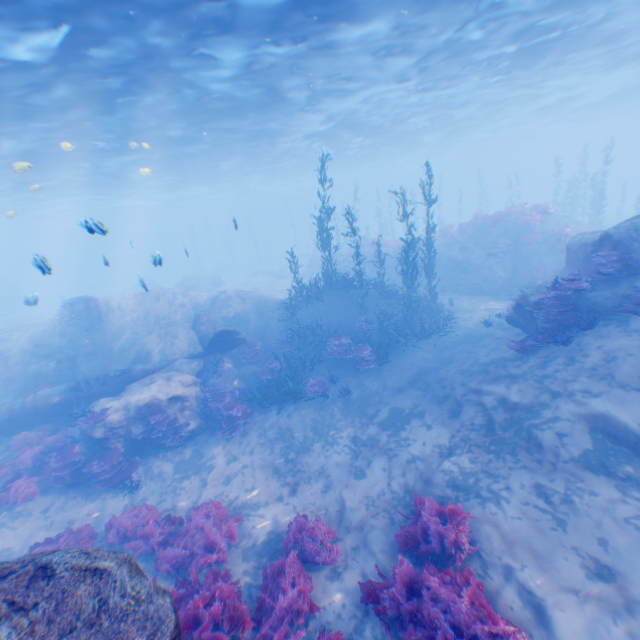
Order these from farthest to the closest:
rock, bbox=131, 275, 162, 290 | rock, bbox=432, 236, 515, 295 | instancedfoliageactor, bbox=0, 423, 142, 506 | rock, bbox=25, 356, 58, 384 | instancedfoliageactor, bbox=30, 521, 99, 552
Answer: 1. rock, bbox=432, 236, 515, 295
2. rock, bbox=25, 356, 58, 384
3. instancedfoliageactor, bbox=0, 423, 142, 506
4. rock, bbox=131, 275, 162, 290
5. instancedfoliageactor, bbox=30, 521, 99, 552

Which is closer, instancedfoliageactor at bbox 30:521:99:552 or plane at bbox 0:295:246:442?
instancedfoliageactor at bbox 30:521:99:552

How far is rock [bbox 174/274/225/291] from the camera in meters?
34.2

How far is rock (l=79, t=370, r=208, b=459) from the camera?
11.7 meters

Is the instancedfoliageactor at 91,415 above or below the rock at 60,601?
below

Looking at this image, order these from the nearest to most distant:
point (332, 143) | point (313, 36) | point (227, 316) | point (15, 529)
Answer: point (15, 529), point (313, 36), point (227, 316), point (332, 143)

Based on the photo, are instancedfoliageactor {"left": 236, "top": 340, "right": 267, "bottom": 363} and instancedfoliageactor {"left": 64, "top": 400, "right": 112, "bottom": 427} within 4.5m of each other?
no

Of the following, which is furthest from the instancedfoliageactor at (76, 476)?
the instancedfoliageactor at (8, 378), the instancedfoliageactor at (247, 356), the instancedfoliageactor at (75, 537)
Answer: the instancedfoliageactor at (247, 356)
